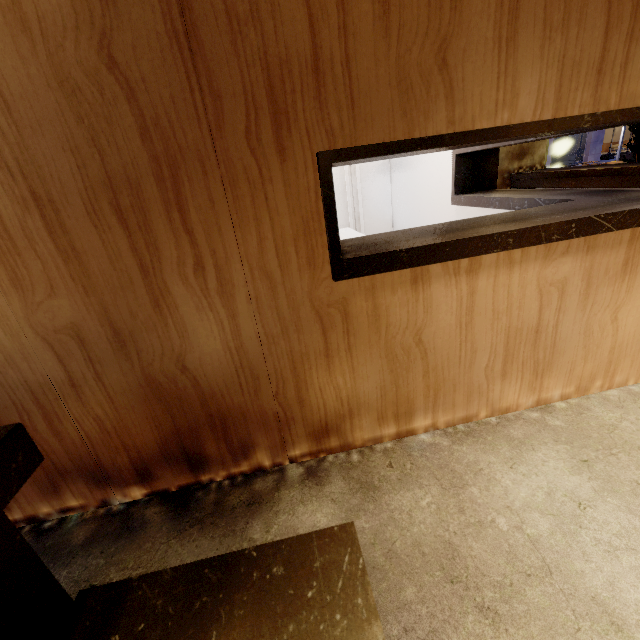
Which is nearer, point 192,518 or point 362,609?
point 362,609

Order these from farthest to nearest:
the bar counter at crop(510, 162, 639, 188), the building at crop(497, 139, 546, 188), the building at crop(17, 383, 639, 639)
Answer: the building at crop(497, 139, 546, 188)
the bar counter at crop(510, 162, 639, 188)
the building at crop(17, 383, 639, 639)

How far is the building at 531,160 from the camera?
5.4m

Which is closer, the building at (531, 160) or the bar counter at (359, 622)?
the bar counter at (359, 622)

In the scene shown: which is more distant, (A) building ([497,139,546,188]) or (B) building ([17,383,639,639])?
(A) building ([497,139,546,188])

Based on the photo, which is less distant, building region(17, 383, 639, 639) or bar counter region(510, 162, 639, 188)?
building region(17, 383, 639, 639)

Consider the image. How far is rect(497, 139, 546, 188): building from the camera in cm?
540
